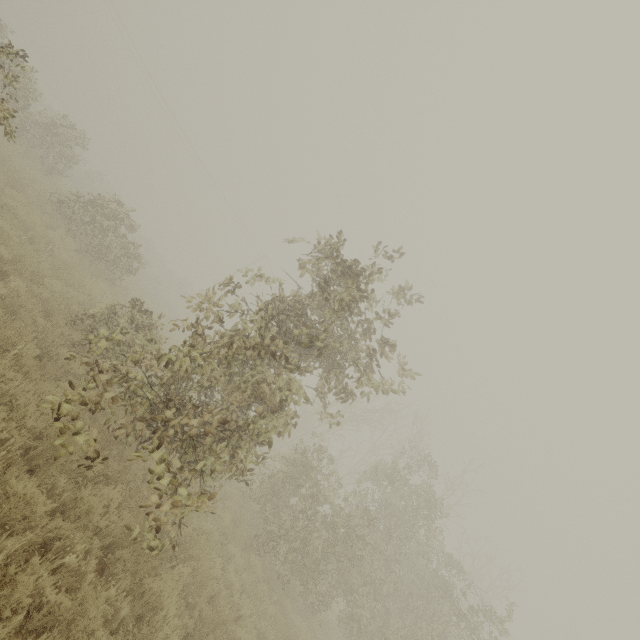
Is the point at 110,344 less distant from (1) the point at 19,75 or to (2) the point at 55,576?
(2) the point at 55,576
